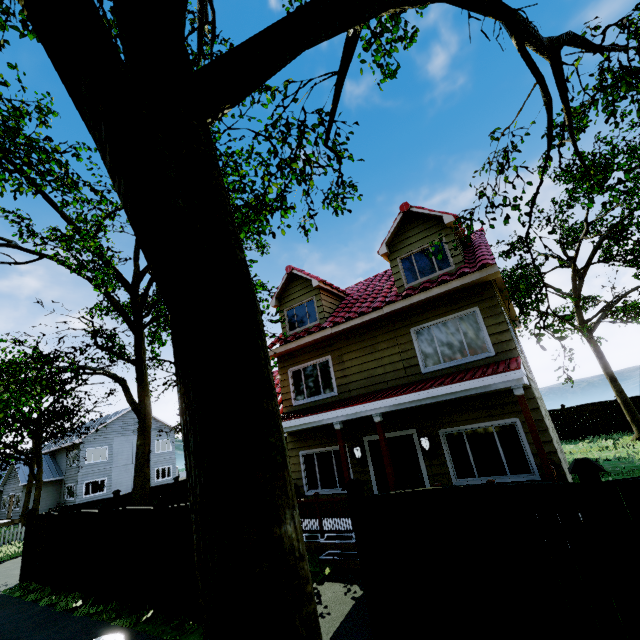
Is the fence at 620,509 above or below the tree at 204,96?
below

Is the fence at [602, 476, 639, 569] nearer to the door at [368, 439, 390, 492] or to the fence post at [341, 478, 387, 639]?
the fence post at [341, 478, 387, 639]

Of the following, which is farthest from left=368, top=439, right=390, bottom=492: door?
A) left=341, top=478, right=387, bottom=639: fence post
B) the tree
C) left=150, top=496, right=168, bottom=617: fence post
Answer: left=150, top=496, right=168, bottom=617: fence post

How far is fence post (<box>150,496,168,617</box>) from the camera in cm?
684

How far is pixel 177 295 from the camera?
1.66m

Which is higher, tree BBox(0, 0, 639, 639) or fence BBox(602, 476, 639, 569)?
tree BBox(0, 0, 639, 639)

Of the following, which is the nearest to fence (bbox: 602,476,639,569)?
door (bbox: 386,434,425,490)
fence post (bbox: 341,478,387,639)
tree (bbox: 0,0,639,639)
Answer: fence post (bbox: 341,478,387,639)

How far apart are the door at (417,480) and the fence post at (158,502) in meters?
5.6
